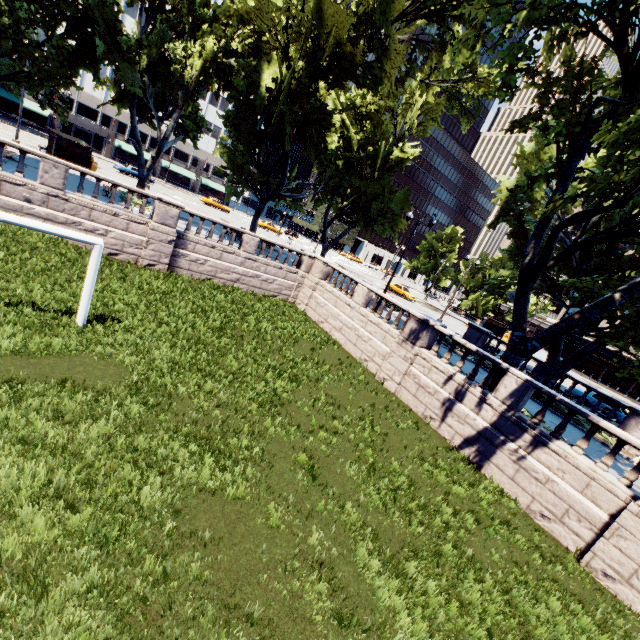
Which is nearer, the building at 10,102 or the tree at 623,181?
the tree at 623,181

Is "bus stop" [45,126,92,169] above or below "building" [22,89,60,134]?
below

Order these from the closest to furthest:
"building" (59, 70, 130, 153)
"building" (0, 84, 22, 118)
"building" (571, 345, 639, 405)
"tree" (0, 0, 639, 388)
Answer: "tree" (0, 0, 639, 388) < "building" (571, 345, 639, 405) < "building" (0, 84, 22, 118) < "building" (59, 70, 130, 153)

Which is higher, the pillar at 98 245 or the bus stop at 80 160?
the bus stop at 80 160

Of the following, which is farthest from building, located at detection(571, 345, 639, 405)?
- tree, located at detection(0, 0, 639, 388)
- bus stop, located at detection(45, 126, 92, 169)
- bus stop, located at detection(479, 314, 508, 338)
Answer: bus stop, located at detection(45, 126, 92, 169)

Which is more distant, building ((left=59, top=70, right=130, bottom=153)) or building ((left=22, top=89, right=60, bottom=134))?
building ((left=59, top=70, right=130, bottom=153))

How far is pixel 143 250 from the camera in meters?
17.9

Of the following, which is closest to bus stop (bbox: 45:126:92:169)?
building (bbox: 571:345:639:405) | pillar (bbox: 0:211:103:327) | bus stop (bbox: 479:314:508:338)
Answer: pillar (bbox: 0:211:103:327)
